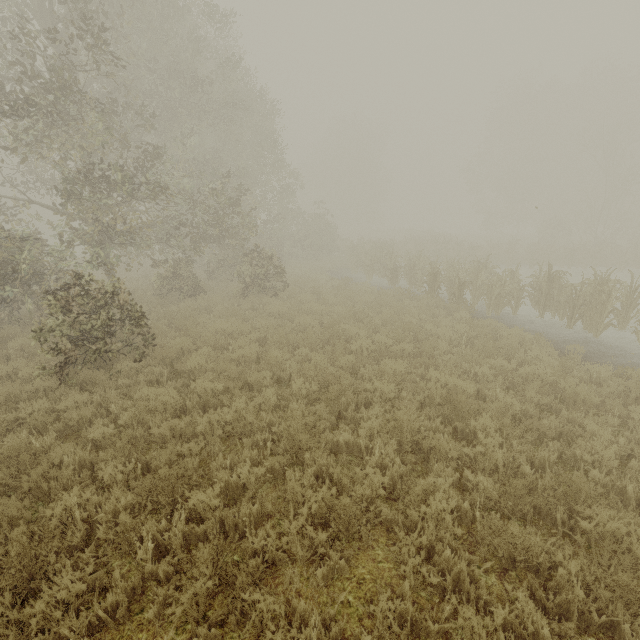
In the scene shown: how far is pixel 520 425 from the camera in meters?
5.4 m
